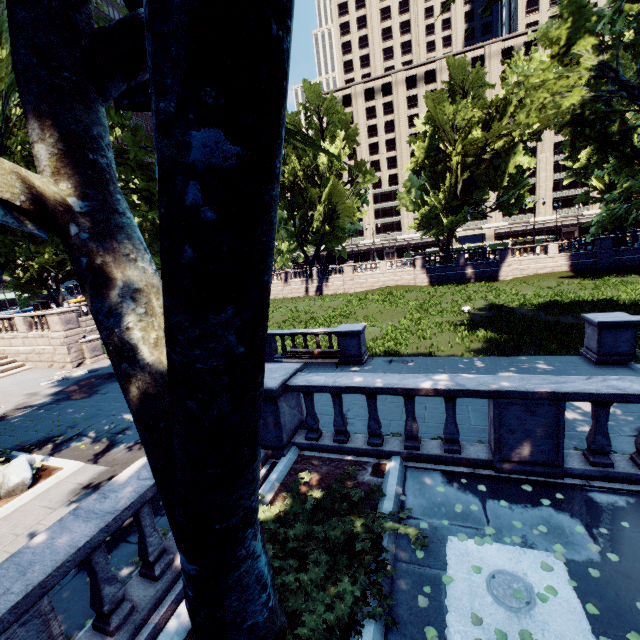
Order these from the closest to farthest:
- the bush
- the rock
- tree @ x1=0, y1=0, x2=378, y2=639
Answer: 1. tree @ x1=0, y1=0, x2=378, y2=639
2. the bush
3. the rock

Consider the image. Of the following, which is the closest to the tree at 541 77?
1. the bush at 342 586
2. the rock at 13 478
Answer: the bush at 342 586

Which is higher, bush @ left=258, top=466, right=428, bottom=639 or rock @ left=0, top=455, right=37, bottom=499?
bush @ left=258, top=466, right=428, bottom=639

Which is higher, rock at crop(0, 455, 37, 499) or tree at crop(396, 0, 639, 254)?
tree at crop(396, 0, 639, 254)

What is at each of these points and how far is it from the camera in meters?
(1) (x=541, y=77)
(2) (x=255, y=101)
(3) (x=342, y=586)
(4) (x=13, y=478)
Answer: (1) tree, 14.0
(2) tree, 1.4
(3) bush, 3.7
(4) rock, 9.0

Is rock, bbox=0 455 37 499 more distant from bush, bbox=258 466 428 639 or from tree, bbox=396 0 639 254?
bush, bbox=258 466 428 639
